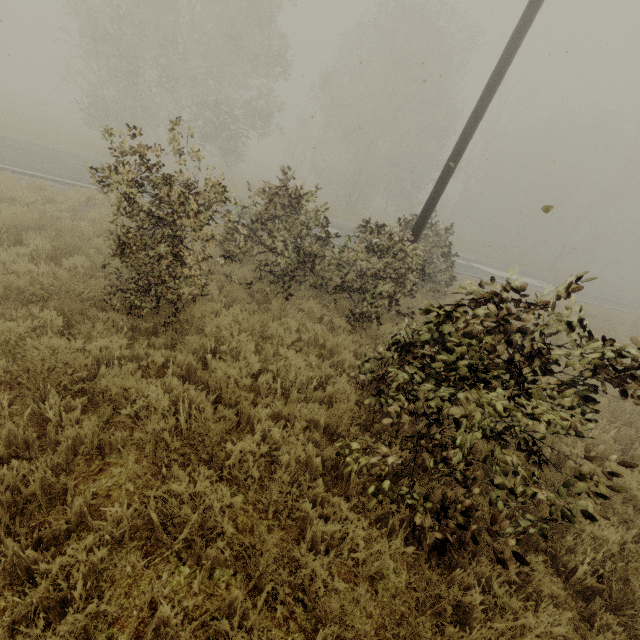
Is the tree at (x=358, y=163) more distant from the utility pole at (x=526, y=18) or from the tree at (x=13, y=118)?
the tree at (x=13, y=118)

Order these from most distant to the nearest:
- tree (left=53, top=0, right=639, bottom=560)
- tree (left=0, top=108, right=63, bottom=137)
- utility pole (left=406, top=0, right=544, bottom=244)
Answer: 1. tree (left=0, top=108, right=63, bottom=137)
2. utility pole (left=406, top=0, right=544, bottom=244)
3. tree (left=53, top=0, right=639, bottom=560)

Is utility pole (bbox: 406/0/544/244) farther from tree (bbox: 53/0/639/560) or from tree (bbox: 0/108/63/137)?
tree (bbox: 0/108/63/137)

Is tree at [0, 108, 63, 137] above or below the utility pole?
below

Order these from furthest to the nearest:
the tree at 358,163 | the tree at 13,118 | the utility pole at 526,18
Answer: the tree at 13,118, the utility pole at 526,18, the tree at 358,163

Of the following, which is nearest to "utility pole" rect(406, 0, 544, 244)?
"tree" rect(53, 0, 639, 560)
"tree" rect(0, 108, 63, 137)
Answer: "tree" rect(53, 0, 639, 560)

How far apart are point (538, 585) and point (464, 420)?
2.2 meters
